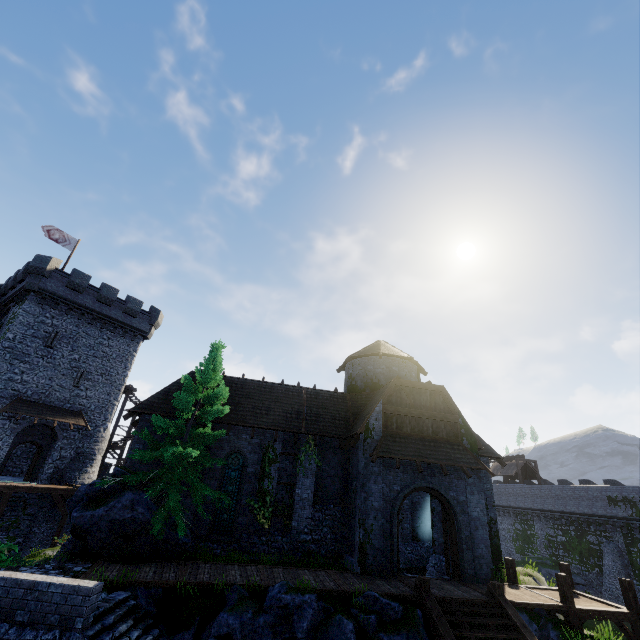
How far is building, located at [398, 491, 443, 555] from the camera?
17.9 meters

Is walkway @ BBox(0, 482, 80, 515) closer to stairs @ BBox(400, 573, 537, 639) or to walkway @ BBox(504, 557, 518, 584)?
stairs @ BBox(400, 573, 537, 639)

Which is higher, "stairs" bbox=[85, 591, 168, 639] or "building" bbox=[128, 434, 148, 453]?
"building" bbox=[128, 434, 148, 453]

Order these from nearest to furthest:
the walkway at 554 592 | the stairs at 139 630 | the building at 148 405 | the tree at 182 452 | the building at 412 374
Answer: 1. the stairs at 139 630
2. the walkway at 554 592
3. the tree at 182 452
4. the building at 412 374
5. the building at 148 405

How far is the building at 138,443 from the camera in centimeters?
1688cm

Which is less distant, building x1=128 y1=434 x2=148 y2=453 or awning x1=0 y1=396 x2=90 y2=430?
building x1=128 y1=434 x2=148 y2=453

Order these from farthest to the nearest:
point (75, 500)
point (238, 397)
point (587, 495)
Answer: point (587, 495), point (238, 397), point (75, 500)

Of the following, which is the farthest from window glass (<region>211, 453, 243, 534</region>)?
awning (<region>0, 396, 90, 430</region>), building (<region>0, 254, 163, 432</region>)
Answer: building (<region>0, 254, 163, 432</region>)
